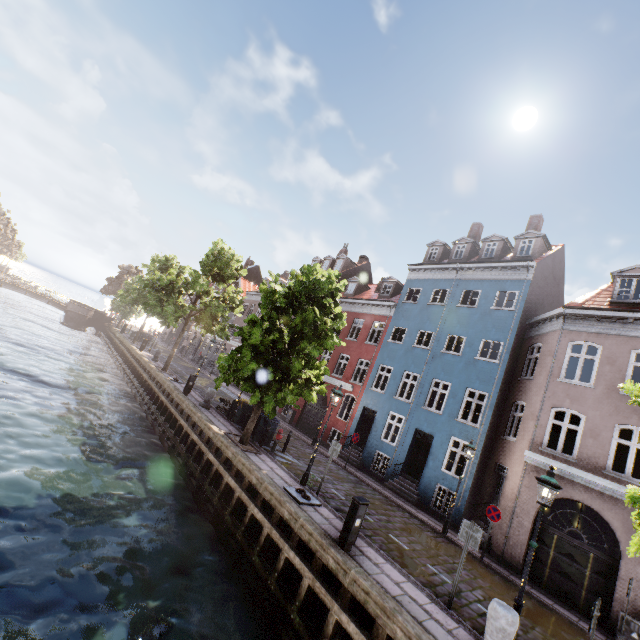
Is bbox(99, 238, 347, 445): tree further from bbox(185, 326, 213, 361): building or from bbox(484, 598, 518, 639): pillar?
bbox(185, 326, 213, 361): building

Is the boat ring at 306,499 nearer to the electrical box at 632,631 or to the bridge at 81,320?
the electrical box at 632,631

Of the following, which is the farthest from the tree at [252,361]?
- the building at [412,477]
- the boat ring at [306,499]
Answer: the building at [412,477]

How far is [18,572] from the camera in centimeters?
667cm

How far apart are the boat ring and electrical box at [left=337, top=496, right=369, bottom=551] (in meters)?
1.96

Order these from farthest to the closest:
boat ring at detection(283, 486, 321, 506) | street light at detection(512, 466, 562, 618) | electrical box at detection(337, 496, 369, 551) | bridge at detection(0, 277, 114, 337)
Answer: bridge at detection(0, 277, 114, 337), boat ring at detection(283, 486, 321, 506), electrical box at detection(337, 496, 369, 551), street light at detection(512, 466, 562, 618)

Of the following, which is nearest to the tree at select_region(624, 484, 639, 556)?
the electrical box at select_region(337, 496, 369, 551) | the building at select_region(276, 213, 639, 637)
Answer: the building at select_region(276, 213, 639, 637)

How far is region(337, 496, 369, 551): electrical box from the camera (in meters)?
8.11
